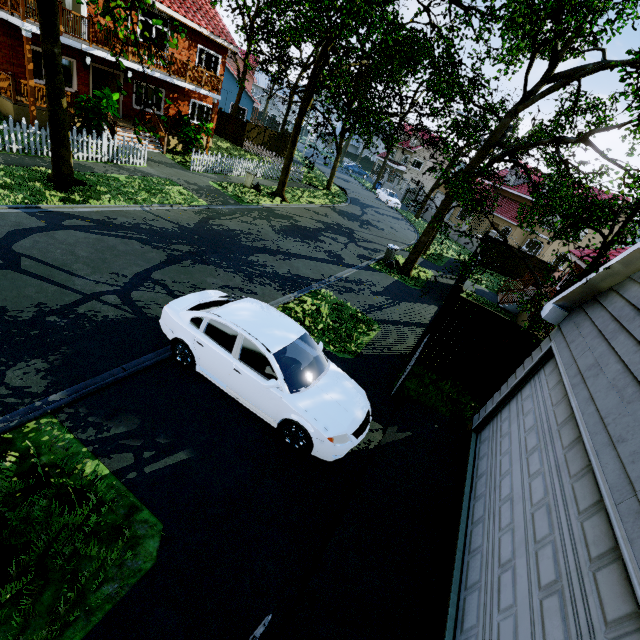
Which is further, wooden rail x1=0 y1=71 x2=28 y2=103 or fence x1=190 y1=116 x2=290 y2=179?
fence x1=190 y1=116 x2=290 y2=179

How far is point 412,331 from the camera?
11.44m

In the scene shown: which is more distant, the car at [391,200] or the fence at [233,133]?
the car at [391,200]

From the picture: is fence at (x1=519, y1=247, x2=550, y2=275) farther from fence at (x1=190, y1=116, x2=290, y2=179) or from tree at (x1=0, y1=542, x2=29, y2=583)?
fence at (x1=190, y1=116, x2=290, y2=179)

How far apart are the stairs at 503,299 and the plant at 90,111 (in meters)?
21.04

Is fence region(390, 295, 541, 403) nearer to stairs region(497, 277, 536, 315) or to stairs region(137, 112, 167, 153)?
stairs region(137, 112, 167, 153)

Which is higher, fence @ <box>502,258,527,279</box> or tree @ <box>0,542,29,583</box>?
fence @ <box>502,258,527,279</box>

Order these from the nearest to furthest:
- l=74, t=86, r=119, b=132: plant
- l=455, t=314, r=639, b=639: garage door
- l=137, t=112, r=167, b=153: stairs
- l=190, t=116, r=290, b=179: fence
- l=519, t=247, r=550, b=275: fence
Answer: l=455, t=314, r=639, b=639: garage door < l=74, t=86, r=119, b=132: plant < l=137, t=112, r=167, b=153: stairs < l=190, t=116, r=290, b=179: fence < l=519, t=247, r=550, b=275: fence
